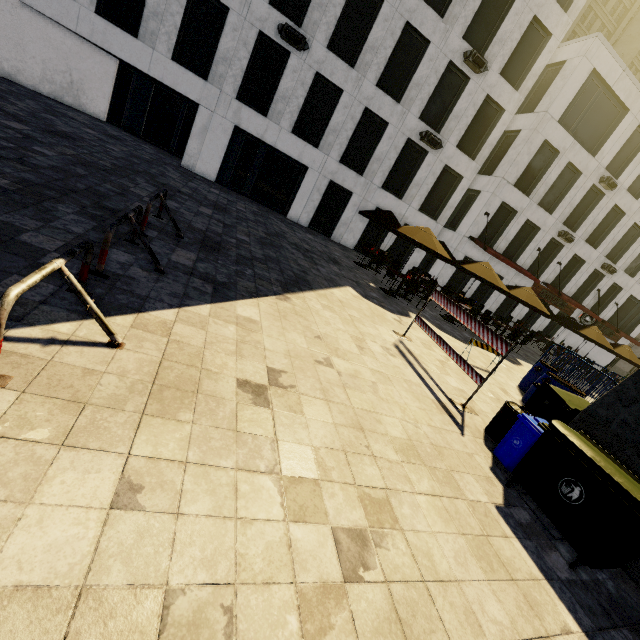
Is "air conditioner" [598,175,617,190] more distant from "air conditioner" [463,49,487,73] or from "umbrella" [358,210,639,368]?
"umbrella" [358,210,639,368]

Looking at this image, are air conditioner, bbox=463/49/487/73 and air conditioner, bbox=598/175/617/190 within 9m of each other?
no

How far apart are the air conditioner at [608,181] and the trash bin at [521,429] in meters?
24.8 m

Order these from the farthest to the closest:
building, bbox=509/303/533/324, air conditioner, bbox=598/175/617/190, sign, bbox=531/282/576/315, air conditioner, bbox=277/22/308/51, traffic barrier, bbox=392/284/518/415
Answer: building, bbox=509/303/533/324 → sign, bbox=531/282/576/315 → air conditioner, bbox=598/175/617/190 → air conditioner, bbox=277/22/308/51 → traffic barrier, bbox=392/284/518/415

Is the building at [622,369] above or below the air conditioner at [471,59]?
below

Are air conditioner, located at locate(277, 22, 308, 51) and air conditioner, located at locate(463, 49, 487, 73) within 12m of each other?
yes

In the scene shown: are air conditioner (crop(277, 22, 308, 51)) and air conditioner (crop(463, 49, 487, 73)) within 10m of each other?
yes

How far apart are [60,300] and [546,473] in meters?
Answer: 6.2
